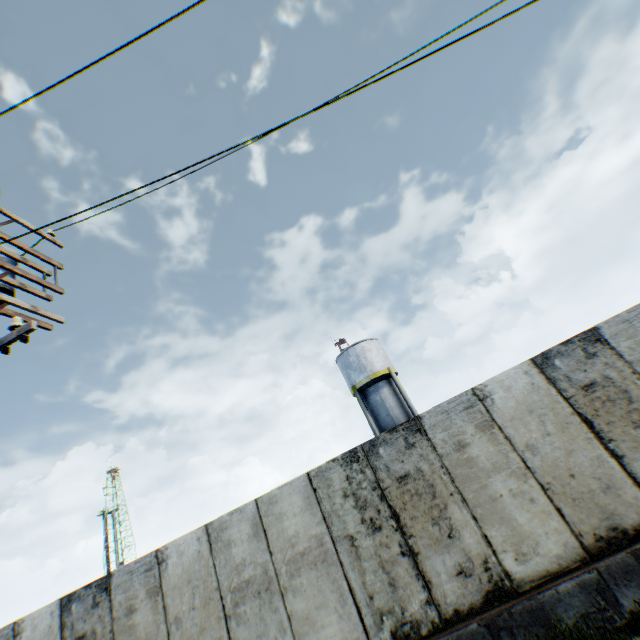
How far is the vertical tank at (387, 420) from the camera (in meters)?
23.42

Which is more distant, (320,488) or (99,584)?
(99,584)

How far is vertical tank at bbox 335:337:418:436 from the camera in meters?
23.4 m

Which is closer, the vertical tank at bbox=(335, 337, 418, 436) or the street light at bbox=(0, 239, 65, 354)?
the street light at bbox=(0, 239, 65, 354)

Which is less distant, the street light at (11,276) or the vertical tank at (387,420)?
the street light at (11,276)
